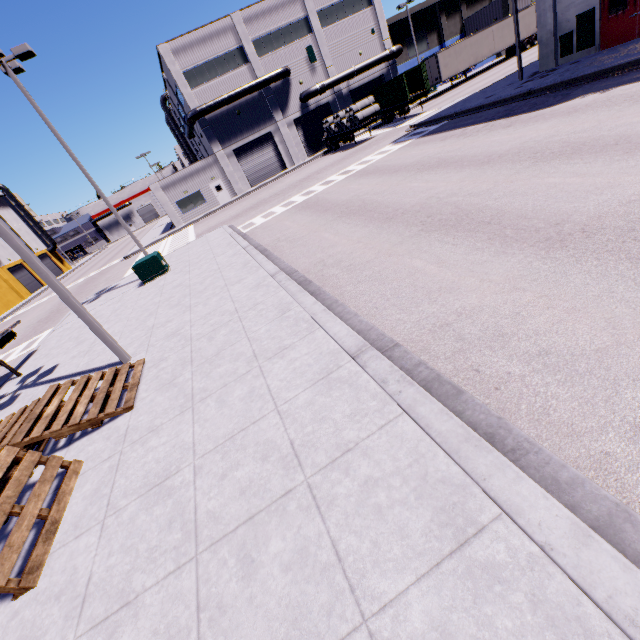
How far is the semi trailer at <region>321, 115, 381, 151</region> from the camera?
29.7 meters

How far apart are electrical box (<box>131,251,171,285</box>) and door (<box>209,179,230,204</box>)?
23.4m

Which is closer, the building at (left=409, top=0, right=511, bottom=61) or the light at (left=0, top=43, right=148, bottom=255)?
the light at (left=0, top=43, right=148, bottom=255)

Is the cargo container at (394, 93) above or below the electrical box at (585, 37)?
above

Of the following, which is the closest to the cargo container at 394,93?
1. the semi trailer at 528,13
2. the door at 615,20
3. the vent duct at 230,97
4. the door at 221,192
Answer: the semi trailer at 528,13

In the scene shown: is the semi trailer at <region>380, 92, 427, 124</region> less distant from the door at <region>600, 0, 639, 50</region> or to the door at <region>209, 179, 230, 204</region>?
the door at <region>600, 0, 639, 50</region>

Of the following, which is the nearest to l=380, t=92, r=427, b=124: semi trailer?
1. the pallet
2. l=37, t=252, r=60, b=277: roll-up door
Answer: the pallet

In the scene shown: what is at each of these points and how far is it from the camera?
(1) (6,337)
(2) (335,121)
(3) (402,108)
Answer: (1) semi trailer, 12.55m
(2) concrete pipe stack, 32.59m
(3) semi trailer, 31.06m
